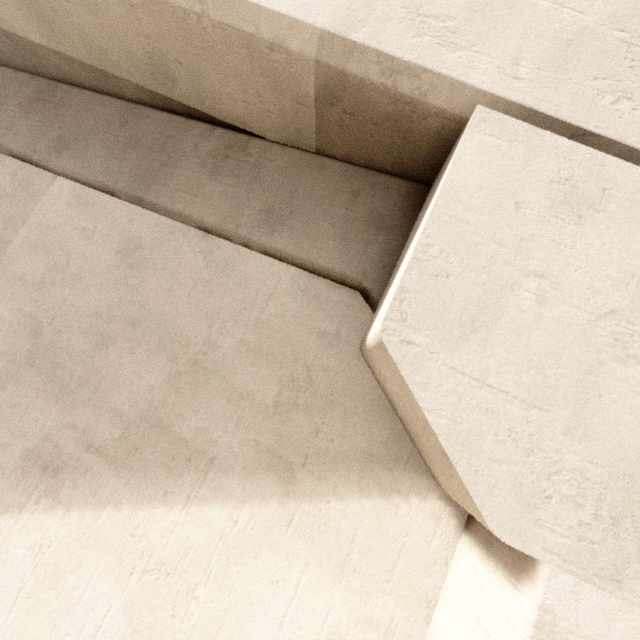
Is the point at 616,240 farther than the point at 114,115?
No
